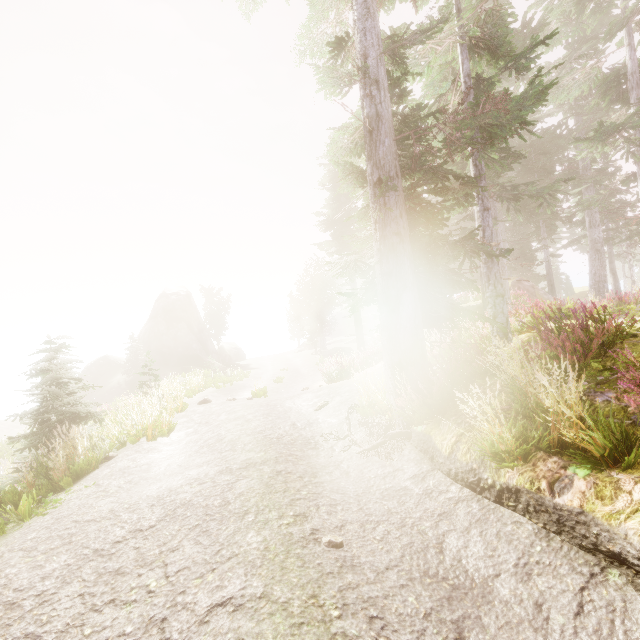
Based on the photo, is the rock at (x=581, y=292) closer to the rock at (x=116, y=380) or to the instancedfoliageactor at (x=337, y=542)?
the instancedfoliageactor at (x=337, y=542)

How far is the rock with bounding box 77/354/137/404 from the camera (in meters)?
35.91

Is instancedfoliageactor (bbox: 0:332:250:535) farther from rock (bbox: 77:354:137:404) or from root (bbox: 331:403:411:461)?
root (bbox: 331:403:411:461)

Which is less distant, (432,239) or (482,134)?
(432,239)

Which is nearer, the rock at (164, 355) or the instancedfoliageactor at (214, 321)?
the rock at (164, 355)

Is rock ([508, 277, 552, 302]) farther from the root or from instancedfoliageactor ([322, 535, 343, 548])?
the root

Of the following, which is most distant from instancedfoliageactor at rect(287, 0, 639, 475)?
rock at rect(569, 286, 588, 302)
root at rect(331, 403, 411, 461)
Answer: root at rect(331, 403, 411, 461)
